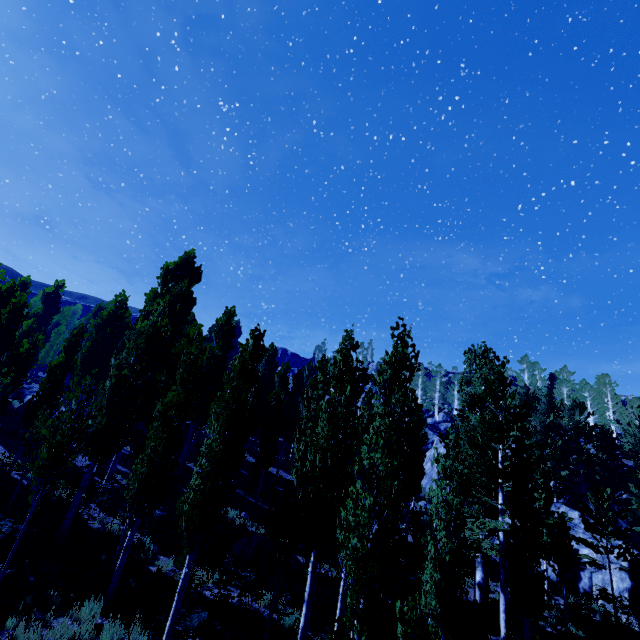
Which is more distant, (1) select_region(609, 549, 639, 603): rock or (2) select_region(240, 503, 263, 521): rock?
(2) select_region(240, 503, 263, 521): rock

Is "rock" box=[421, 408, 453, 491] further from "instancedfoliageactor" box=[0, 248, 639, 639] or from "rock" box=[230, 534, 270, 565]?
"rock" box=[230, 534, 270, 565]

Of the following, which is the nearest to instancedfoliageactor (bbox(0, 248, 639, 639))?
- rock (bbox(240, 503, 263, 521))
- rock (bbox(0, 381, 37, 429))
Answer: rock (bbox(240, 503, 263, 521))

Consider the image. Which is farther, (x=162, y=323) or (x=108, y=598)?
(x=162, y=323)

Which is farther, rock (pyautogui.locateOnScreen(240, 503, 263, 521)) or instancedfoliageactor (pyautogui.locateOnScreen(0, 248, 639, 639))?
rock (pyautogui.locateOnScreen(240, 503, 263, 521))

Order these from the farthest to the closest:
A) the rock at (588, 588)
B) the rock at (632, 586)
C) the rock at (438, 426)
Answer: the rock at (438, 426)
the rock at (588, 588)
the rock at (632, 586)

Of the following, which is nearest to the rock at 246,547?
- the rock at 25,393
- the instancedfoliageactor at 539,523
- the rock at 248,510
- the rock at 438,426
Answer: the instancedfoliageactor at 539,523

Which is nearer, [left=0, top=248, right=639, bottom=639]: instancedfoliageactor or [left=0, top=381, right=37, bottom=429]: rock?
[left=0, top=248, right=639, bottom=639]: instancedfoliageactor
